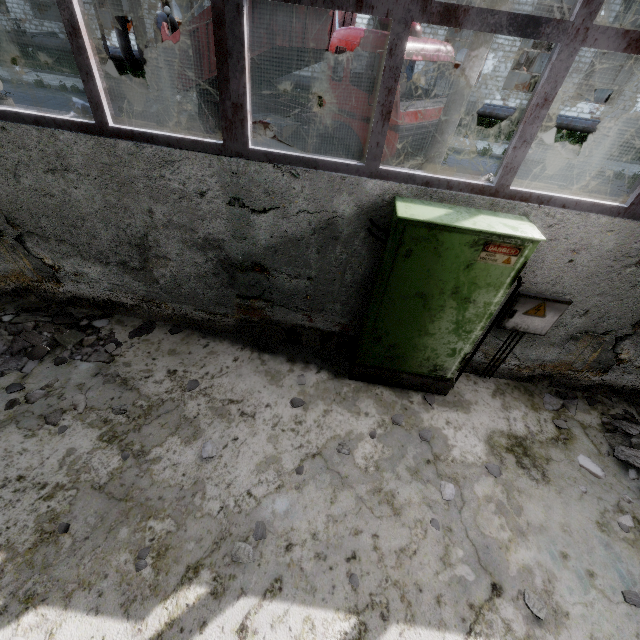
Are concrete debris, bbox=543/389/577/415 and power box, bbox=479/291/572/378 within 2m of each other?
yes

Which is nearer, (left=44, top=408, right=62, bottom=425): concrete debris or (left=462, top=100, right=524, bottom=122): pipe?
(left=44, top=408, right=62, bottom=425): concrete debris

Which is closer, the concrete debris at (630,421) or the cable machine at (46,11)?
the concrete debris at (630,421)

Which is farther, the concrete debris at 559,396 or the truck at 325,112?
the truck at 325,112

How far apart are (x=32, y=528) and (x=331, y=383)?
3.4m

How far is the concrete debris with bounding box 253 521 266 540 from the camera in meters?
3.1

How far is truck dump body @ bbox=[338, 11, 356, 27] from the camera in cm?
903

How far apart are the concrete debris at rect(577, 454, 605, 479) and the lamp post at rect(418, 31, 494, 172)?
6.6m
